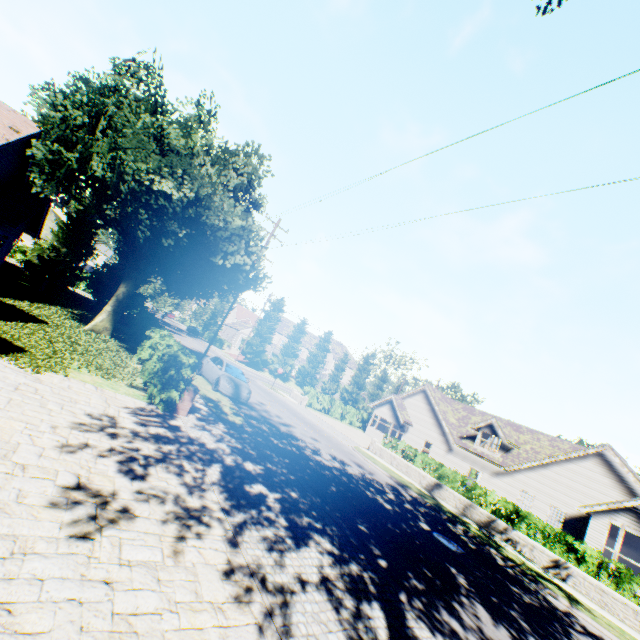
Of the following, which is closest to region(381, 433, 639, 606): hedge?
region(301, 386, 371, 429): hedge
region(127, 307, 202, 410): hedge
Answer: region(127, 307, 202, 410): hedge

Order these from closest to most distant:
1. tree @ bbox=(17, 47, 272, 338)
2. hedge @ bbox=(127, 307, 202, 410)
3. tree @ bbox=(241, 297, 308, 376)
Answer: hedge @ bbox=(127, 307, 202, 410), tree @ bbox=(17, 47, 272, 338), tree @ bbox=(241, 297, 308, 376)

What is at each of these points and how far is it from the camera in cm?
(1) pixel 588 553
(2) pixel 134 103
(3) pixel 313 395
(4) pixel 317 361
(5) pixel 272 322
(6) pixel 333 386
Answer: (1) hedge, 1359
(2) tree, 1370
(3) hedge, 3447
(4) tree, 5572
(5) tree, 5056
(6) tree, 5784

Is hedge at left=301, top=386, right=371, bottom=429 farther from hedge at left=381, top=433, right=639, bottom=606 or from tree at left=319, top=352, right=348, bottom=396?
hedge at left=381, top=433, right=639, bottom=606

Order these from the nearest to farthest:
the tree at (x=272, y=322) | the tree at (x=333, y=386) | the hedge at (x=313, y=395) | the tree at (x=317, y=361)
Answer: the hedge at (x=313, y=395) → the tree at (x=272, y=322) → the tree at (x=317, y=361) → the tree at (x=333, y=386)

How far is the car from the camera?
16.6 meters

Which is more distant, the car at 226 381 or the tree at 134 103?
the car at 226 381

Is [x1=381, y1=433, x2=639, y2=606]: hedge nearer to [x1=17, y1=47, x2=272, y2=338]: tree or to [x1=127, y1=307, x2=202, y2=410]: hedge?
[x1=17, y1=47, x2=272, y2=338]: tree
